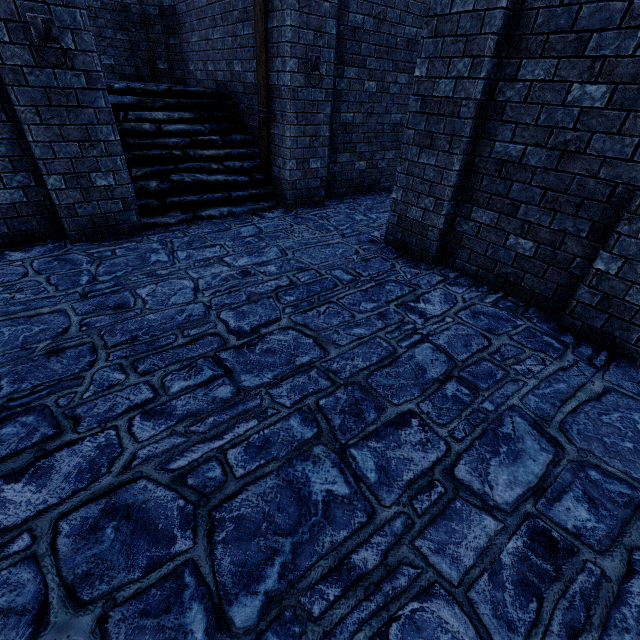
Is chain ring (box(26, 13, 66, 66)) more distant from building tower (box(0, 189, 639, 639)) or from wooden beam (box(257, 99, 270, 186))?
wooden beam (box(257, 99, 270, 186))

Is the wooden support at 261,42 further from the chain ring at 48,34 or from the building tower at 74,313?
the building tower at 74,313

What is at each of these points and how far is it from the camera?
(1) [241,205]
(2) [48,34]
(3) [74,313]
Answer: (1) stairs, 6.2m
(2) chain ring, 3.5m
(3) building tower, 3.3m

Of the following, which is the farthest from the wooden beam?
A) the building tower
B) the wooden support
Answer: the building tower

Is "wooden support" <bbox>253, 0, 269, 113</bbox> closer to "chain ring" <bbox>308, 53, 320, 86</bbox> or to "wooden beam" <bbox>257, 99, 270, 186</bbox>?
"wooden beam" <bbox>257, 99, 270, 186</bbox>

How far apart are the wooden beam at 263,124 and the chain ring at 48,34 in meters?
3.1 m

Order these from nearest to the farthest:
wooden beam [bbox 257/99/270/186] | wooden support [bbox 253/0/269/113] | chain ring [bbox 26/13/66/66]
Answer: chain ring [bbox 26/13/66/66]
wooden support [bbox 253/0/269/113]
wooden beam [bbox 257/99/270/186]

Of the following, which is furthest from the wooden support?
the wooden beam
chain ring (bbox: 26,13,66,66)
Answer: chain ring (bbox: 26,13,66,66)
